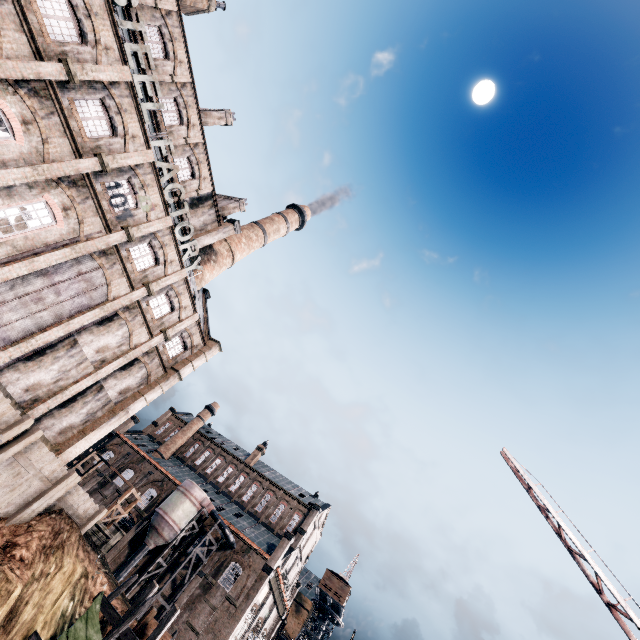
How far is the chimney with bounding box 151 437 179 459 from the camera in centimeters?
5719cm

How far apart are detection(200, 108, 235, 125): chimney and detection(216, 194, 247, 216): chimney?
7.5m

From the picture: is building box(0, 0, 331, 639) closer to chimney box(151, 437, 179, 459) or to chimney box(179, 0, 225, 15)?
chimney box(179, 0, 225, 15)

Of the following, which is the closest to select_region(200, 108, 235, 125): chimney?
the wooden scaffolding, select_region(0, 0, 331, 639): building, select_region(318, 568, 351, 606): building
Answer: select_region(0, 0, 331, 639): building

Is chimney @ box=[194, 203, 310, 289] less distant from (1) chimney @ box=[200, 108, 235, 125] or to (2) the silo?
(1) chimney @ box=[200, 108, 235, 125]

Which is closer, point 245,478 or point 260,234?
point 260,234

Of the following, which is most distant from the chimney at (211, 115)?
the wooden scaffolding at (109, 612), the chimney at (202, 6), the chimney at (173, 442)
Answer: the chimney at (173, 442)

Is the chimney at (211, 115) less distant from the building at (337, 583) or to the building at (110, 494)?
the building at (110, 494)
